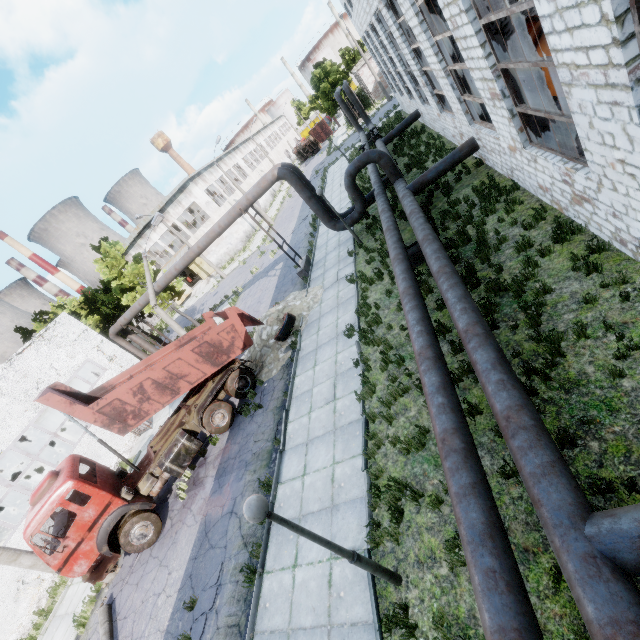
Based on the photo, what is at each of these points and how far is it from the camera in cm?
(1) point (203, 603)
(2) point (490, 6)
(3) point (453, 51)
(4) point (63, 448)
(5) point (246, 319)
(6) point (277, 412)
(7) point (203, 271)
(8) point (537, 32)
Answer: (1) asphalt debris, 795
(2) column beam, 718
(3) column beam, 1116
(4) boiler box, 2453
(5) truck dump back, 1409
(6) asphalt debris, 1130
(7) door, 4400
(8) cable machine, 1124

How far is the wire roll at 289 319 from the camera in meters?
14.1 m

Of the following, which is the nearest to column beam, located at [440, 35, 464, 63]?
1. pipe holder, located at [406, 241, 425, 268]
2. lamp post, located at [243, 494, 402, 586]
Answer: pipe holder, located at [406, 241, 425, 268]

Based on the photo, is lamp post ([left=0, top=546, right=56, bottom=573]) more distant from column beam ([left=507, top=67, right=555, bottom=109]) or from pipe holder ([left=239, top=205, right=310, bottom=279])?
column beam ([left=507, top=67, right=555, bottom=109])

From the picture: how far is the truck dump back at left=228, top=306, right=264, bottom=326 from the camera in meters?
13.1 m

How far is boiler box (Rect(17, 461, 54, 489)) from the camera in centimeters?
2098cm

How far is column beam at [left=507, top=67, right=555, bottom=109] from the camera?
7.8 meters

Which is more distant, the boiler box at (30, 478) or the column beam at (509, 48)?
the boiler box at (30, 478)
